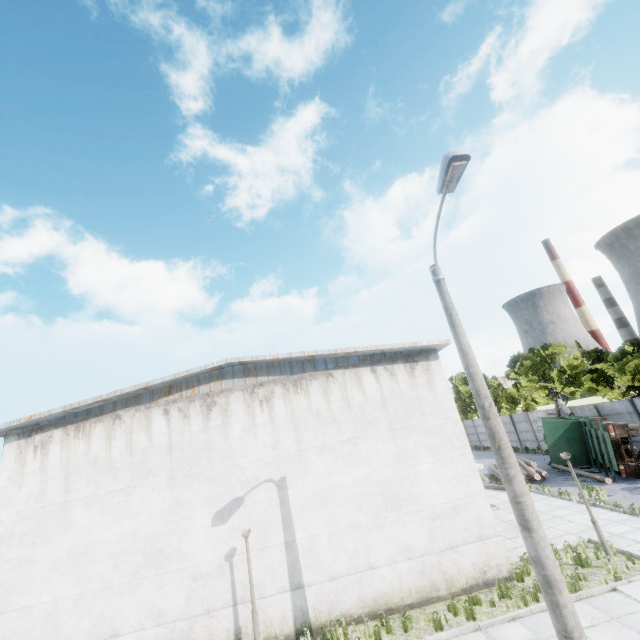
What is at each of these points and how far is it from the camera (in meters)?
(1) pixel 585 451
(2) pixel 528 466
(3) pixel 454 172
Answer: (1) truck, 22.48
(2) log pile, 22.83
(3) lamp post, 6.52

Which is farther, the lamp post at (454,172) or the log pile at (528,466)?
the log pile at (528,466)

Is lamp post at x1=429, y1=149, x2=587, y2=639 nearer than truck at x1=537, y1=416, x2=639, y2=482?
Yes

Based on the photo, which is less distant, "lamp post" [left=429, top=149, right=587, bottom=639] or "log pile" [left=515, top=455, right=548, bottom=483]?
"lamp post" [left=429, top=149, right=587, bottom=639]

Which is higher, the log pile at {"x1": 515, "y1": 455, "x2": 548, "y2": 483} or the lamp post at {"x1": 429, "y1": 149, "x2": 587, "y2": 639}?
the lamp post at {"x1": 429, "y1": 149, "x2": 587, "y2": 639}

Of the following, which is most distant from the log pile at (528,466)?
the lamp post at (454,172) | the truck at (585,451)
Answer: the lamp post at (454,172)

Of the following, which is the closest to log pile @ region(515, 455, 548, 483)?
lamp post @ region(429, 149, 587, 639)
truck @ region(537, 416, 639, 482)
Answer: truck @ region(537, 416, 639, 482)

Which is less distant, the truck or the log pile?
the truck
